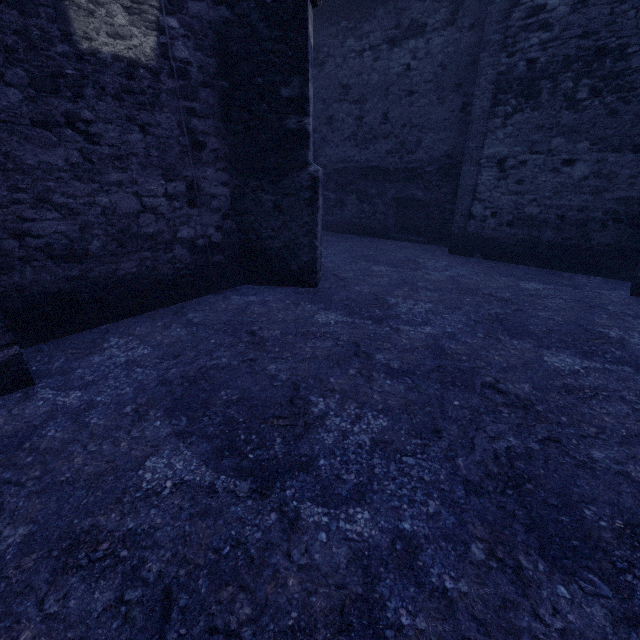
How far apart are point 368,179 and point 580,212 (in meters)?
6.31
